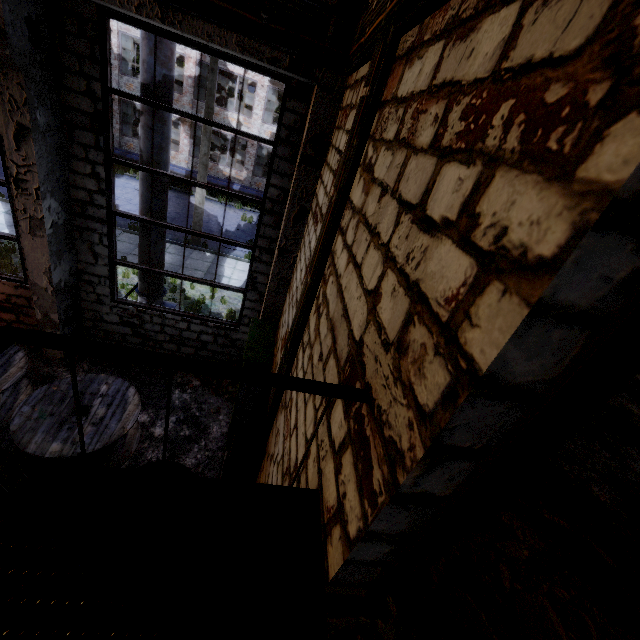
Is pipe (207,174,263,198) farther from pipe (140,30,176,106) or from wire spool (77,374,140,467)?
wire spool (77,374,140,467)

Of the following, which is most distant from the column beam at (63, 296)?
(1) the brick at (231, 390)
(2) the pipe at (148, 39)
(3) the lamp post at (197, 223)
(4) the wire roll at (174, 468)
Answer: (3) the lamp post at (197, 223)

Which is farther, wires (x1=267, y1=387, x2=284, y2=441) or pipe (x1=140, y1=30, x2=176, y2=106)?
pipe (x1=140, y1=30, x2=176, y2=106)

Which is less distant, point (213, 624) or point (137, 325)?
point (213, 624)

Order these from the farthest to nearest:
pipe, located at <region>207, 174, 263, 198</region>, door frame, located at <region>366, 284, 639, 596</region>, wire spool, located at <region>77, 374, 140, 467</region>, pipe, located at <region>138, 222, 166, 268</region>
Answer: pipe, located at <region>207, 174, 263, 198</region>
pipe, located at <region>138, 222, 166, 268</region>
wire spool, located at <region>77, 374, 140, 467</region>
door frame, located at <region>366, 284, 639, 596</region>

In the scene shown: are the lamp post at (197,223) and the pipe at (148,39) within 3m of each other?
no

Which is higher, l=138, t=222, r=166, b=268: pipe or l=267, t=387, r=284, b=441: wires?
→ l=267, t=387, r=284, b=441: wires

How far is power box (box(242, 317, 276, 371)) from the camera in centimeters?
541cm
